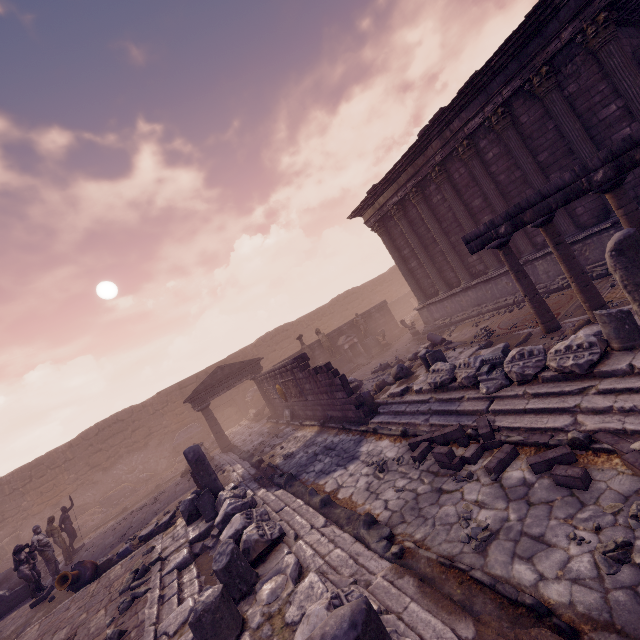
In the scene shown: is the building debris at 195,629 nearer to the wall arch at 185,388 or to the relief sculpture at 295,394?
the relief sculpture at 295,394

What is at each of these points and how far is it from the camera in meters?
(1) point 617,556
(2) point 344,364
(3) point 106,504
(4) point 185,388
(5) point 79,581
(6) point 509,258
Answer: (1) stone, 3.0 m
(2) pedestal, 19.4 m
(3) building debris, 18.7 m
(4) wall arch, 24.4 m
(5) vase, 8.5 m
(6) column, 7.7 m

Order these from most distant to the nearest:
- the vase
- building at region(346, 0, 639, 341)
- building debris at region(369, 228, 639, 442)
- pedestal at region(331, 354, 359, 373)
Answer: pedestal at region(331, 354, 359, 373) < building at region(346, 0, 639, 341) < the vase < building debris at region(369, 228, 639, 442)

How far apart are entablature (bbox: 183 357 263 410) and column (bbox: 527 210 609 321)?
14.5 meters

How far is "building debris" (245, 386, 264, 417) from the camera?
24.0 meters

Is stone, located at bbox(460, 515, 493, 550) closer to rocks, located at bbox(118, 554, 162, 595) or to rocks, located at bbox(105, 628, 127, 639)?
rocks, located at bbox(105, 628, 127, 639)

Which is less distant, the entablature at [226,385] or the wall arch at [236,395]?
the entablature at [226,385]

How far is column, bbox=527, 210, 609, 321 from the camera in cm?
677
